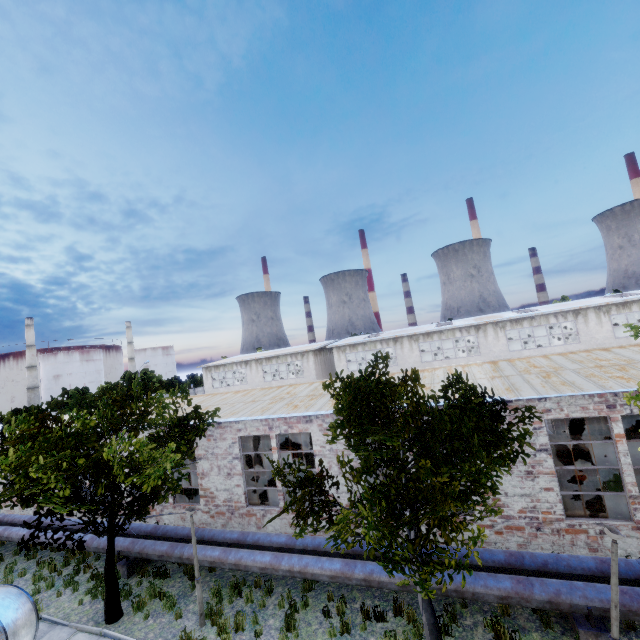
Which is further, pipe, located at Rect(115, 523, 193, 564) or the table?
the table

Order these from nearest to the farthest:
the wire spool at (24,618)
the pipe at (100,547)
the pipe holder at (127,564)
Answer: the wire spool at (24,618), the pipe holder at (127,564), the pipe at (100,547)

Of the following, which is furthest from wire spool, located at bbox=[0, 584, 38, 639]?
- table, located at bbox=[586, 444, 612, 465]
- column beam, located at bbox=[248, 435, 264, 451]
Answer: table, located at bbox=[586, 444, 612, 465]

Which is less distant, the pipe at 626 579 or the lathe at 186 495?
the pipe at 626 579

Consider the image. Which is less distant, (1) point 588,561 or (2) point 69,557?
(1) point 588,561

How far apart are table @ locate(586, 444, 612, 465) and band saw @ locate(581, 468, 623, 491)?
Answer: 4.1 meters

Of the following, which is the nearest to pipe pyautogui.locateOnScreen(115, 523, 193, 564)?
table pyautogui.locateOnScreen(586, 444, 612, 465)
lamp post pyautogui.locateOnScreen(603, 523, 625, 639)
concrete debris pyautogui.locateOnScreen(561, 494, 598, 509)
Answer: lamp post pyautogui.locateOnScreen(603, 523, 625, 639)

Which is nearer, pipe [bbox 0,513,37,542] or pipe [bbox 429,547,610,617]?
pipe [bbox 429,547,610,617]
